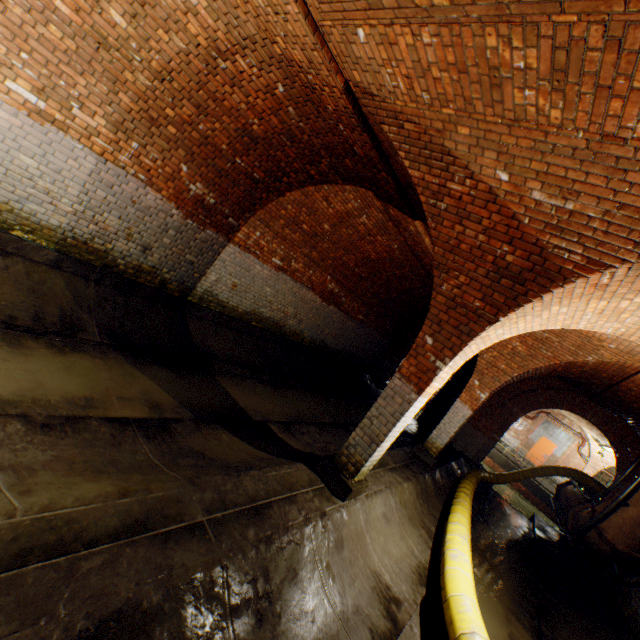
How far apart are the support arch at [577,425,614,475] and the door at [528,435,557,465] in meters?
1.6

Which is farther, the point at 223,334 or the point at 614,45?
the point at 223,334

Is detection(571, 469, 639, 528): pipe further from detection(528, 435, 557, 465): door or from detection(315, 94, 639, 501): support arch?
detection(528, 435, 557, 465): door

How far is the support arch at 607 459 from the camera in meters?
20.4 m

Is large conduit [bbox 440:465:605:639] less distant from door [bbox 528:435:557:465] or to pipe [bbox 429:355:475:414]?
pipe [bbox 429:355:475:414]

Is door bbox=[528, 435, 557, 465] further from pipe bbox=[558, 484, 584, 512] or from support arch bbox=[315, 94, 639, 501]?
support arch bbox=[315, 94, 639, 501]

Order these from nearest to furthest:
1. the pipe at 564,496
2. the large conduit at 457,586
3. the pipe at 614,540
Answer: the large conduit at 457,586
the pipe at 614,540
the pipe at 564,496

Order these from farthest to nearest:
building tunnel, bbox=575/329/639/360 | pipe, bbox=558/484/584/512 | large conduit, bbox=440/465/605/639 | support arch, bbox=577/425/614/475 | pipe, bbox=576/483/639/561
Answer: support arch, bbox=577/425/614/475
pipe, bbox=558/484/584/512
pipe, bbox=576/483/639/561
building tunnel, bbox=575/329/639/360
large conduit, bbox=440/465/605/639
